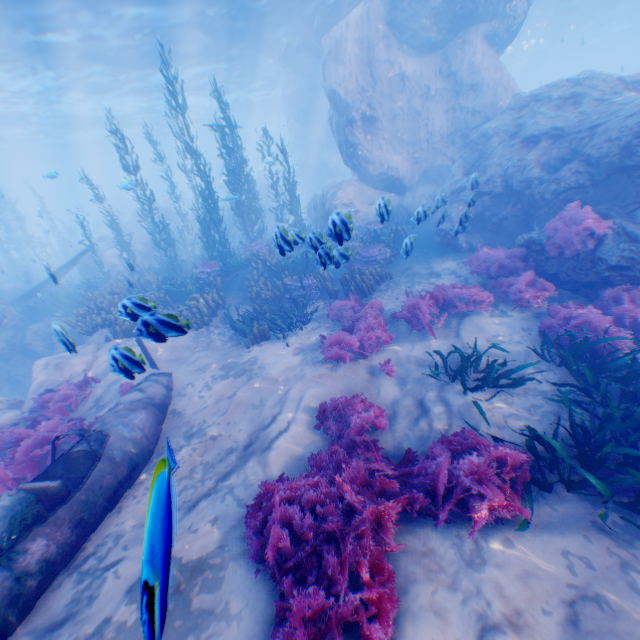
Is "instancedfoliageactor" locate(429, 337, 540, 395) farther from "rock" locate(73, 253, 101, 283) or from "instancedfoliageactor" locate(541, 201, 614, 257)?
"rock" locate(73, 253, 101, 283)

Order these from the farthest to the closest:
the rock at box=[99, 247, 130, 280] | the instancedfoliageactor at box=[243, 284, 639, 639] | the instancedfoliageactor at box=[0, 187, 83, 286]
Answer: the instancedfoliageactor at box=[0, 187, 83, 286]
the rock at box=[99, 247, 130, 280]
the instancedfoliageactor at box=[243, 284, 639, 639]

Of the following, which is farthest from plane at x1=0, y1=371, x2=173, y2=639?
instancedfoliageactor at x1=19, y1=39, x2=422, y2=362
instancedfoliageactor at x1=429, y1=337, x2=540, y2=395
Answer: instancedfoliageactor at x1=429, y1=337, x2=540, y2=395

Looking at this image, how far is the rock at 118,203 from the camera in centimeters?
3306cm

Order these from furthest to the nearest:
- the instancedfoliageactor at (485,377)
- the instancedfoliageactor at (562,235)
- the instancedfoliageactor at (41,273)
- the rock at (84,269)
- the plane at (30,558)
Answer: the instancedfoliageactor at (41,273) < the rock at (84,269) < the instancedfoliageactor at (562,235) < the instancedfoliageactor at (485,377) < the plane at (30,558)

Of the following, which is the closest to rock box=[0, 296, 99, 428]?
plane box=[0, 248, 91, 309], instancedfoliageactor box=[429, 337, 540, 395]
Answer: plane box=[0, 248, 91, 309]

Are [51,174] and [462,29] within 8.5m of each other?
no
